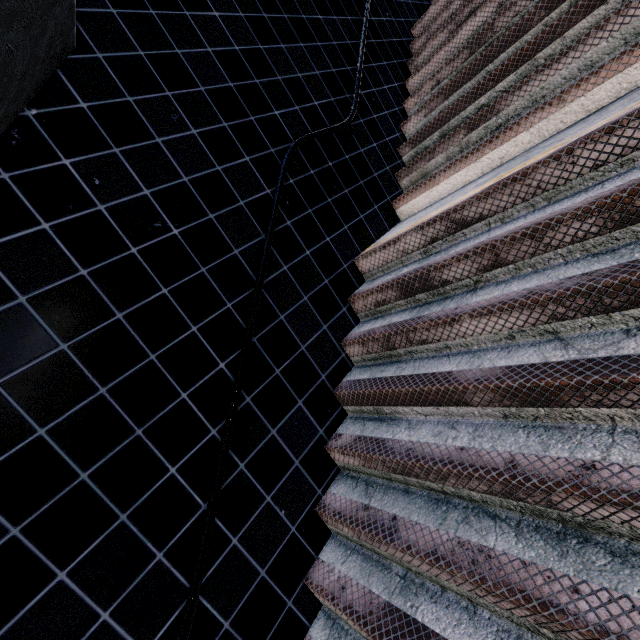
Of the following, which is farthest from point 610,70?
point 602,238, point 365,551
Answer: point 365,551
